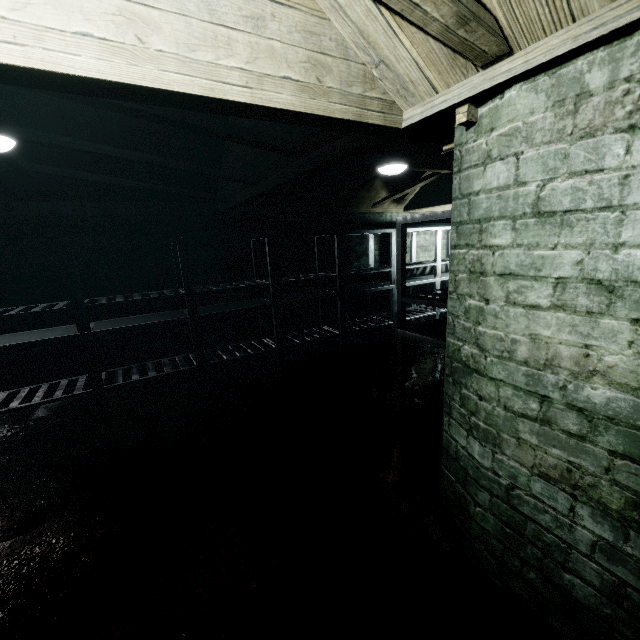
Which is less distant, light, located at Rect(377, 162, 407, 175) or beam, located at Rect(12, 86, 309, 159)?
beam, located at Rect(12, 86, 309, 159)

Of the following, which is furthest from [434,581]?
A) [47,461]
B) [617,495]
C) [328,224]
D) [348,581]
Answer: [328,224]

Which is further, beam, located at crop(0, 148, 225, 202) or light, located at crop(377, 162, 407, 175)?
light, located at crop(377, 162, 407, 175)

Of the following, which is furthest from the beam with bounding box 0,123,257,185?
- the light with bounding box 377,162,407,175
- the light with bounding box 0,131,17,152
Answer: the light with bounding box 377,162,407,175

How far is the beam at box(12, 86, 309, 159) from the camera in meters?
1.5

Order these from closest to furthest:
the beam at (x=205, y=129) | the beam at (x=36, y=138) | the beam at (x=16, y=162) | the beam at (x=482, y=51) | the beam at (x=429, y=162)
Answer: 1. the beam at (x=482, y=51)
2. the beam at (x=205, y=129)
3. the beam at (x=36, y=138)
4. the beam at (x=16, y=162)
5. the beam at (x=429, y=162)

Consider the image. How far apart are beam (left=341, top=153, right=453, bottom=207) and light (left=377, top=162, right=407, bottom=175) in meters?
0.1

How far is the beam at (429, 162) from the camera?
3.0m
